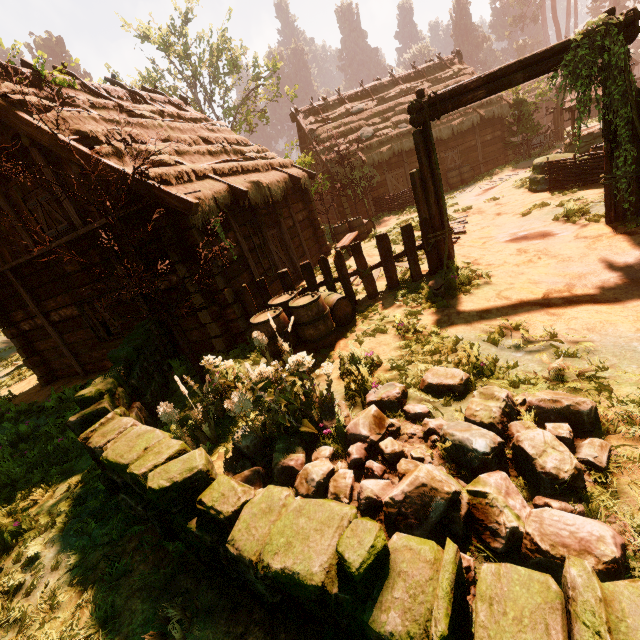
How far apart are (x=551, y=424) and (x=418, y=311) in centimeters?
341cm

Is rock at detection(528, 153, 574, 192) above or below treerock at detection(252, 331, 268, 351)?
below

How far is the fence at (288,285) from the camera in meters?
7.2

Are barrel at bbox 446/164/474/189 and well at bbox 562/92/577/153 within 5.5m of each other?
yes

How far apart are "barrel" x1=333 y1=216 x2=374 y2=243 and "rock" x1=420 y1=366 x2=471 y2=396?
11.03m

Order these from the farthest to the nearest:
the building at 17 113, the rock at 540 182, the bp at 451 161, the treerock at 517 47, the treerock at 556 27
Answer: the treerock at 517 47 → the treerock at 556 27 → the bp at 451 161 → the rock at 540 182 → the building at 17 113

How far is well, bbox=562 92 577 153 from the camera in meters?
14.3

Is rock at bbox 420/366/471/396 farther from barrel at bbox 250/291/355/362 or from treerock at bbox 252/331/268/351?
treerock at bbox 252/331/268/351
